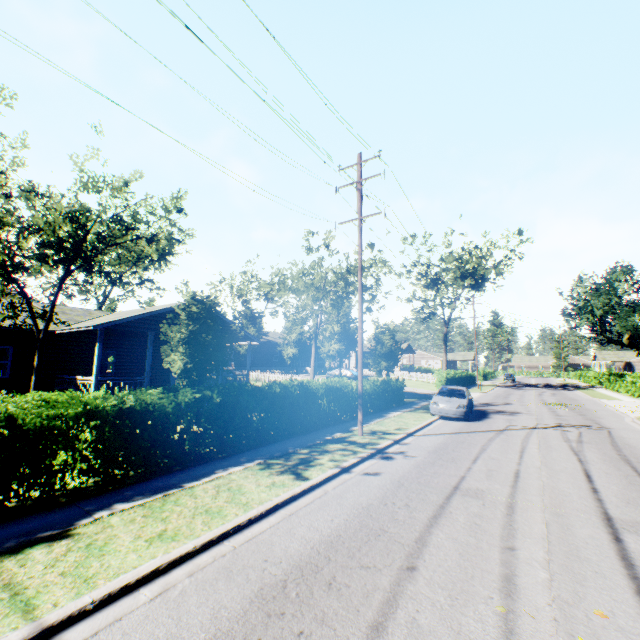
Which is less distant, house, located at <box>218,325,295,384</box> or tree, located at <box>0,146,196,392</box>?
tree, located at <box>0,146,196,392</box>

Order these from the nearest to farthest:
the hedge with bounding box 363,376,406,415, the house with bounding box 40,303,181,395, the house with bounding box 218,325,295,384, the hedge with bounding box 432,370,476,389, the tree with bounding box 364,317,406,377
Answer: the house with bounding box 40,303,181,395
the hedge with bounding box 363,376,406,415
the house with bounding box 218,325,295,384
the tree with bounding box 364,317,406,377
the hedge with bounding box 432,370,476,389

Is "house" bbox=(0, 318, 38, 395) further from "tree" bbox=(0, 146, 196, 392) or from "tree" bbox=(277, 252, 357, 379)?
"tree" bbox=(277, 252, 357, 379)

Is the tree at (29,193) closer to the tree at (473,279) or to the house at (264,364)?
the tree at (473,279)

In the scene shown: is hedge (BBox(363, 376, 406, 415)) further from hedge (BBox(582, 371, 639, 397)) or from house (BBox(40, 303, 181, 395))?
hedge (BBox(582, 371, 639, 397))

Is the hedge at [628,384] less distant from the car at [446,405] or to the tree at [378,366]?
the tree at [378,366]

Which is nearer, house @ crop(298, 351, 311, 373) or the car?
the car

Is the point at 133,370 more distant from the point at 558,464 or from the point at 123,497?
the point at 558,464
